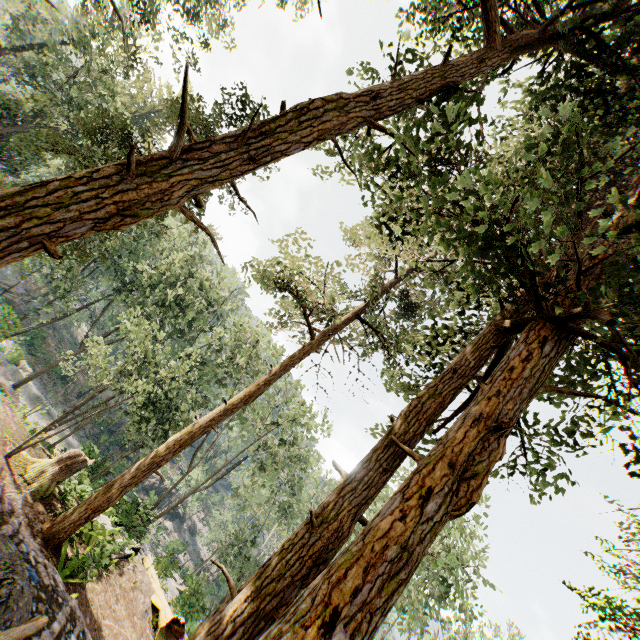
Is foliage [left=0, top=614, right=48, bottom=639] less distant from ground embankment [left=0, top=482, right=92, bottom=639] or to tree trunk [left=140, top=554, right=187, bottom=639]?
ground embankment [left=0, top=482, right=92, bottom=639]

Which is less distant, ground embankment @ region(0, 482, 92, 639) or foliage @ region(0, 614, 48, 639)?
foliage @ region(0, 614, 48, 639)

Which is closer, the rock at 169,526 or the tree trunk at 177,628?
the tree trunk at 177,628

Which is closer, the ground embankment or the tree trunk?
the ground embankment

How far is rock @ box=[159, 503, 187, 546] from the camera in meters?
42.1 m

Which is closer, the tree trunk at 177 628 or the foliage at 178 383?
the foliage at 178 383

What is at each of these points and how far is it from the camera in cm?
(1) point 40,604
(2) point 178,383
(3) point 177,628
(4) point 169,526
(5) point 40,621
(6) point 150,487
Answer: (1) ground embankment, 655
(2) foliage, 2453
(3) tree trunk, 1400
(4) rock, 4769
(5) foliage, 532
(6) rock, 4794

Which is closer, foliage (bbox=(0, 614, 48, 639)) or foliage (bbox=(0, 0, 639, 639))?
foliage (bbox=(0, 0, 639, 639))
